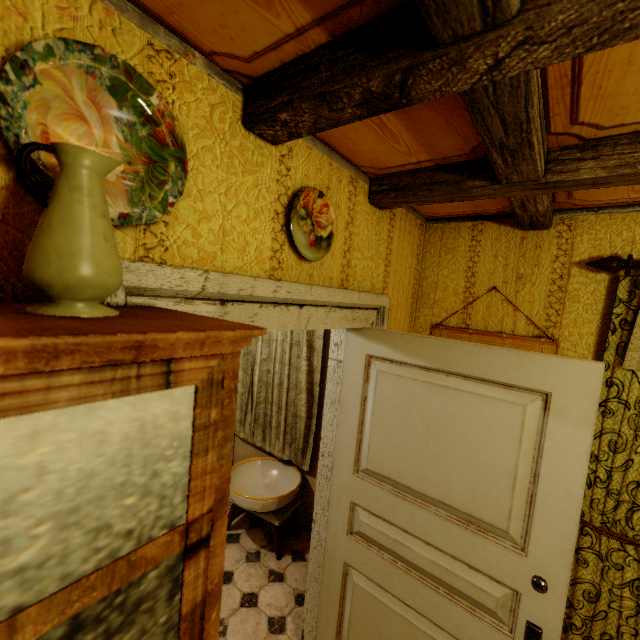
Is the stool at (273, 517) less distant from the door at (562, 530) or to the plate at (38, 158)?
the door at (562, 530)

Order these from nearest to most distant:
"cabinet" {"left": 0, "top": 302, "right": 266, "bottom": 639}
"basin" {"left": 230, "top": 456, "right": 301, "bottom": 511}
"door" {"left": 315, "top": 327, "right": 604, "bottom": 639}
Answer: "cabinet" {"left": 0, "top": 302, "right": 266, "bottom": 639}, "door" {"left": 315, "top": 327, "right": 604, "bottom": 639}, "basin" {"left": 230, "top": 456, "right": 301, "bottom": 511}

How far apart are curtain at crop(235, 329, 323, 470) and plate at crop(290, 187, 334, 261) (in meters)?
1.42

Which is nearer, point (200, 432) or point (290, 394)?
point (200, 432)

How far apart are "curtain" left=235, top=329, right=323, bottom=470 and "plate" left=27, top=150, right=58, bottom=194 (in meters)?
2.04

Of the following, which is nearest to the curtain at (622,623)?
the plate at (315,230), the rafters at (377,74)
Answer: the rafters at (377,74)

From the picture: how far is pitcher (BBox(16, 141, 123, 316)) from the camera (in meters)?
0.49

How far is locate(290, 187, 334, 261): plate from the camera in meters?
1.3 m
